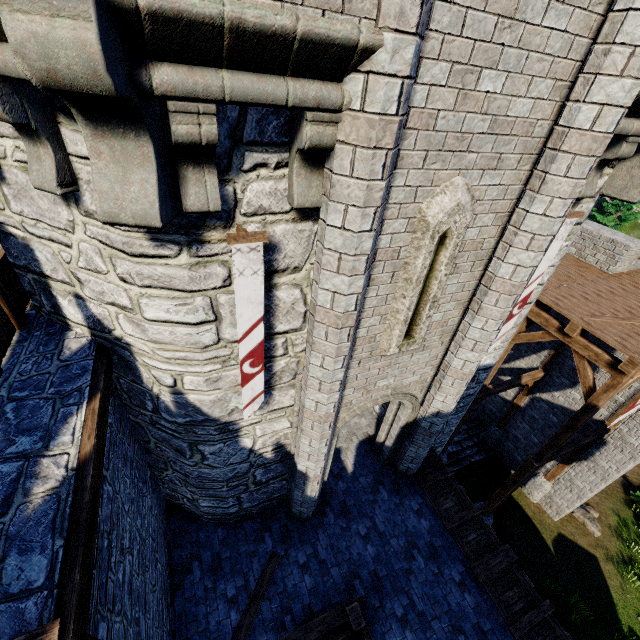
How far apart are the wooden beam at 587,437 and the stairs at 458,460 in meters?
5.4

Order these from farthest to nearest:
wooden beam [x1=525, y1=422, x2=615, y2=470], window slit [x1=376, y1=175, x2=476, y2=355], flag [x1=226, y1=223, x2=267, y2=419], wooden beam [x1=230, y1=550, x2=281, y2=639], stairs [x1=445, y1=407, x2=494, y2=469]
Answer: stairs [x1=445, y1=407, x2=494, y2=469], wooden beam [x1=525, y1=422, x2=615, y2=470], wooden beam [x1=230, y1=550, x2=281, y2=639], window slit [x1=376, y1=175, x2=476, y2=355], flag [x1=226, y1=223, x2=267, y2=419]

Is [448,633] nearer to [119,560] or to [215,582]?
[215,582]

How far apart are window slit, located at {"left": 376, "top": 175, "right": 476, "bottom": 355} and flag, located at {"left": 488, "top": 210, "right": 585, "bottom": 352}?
1.7m

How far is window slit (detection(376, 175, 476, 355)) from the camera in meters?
3.9 m

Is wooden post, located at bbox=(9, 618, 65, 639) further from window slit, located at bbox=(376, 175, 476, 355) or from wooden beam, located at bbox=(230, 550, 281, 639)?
window slit, located at bbox=(376, 175, 476, 355)

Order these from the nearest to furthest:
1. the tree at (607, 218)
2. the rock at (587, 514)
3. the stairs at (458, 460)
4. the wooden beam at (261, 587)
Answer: the wooden beam at (261, 587)
the rock at (587, 514)
the stairs at (458, 460)
the tree at (607, 218)

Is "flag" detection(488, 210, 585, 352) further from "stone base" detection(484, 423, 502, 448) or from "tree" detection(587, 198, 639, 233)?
"tree" detection(587, 198, 639, 233)
